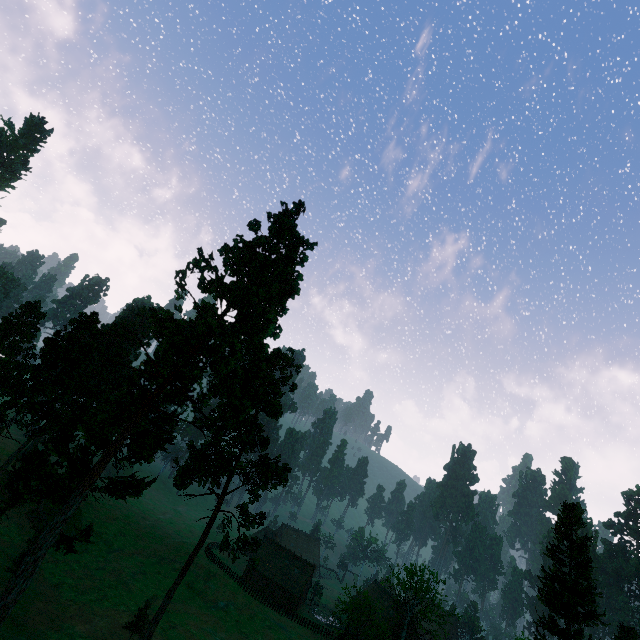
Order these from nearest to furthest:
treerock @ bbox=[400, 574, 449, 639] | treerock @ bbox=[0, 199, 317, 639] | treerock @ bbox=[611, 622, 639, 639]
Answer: treerock @ bbox=[0, 199, 317, 639], treerock @ bbox=[400, 574, 449, 639], treerock @ bbox=[611, 622, 639, 639]

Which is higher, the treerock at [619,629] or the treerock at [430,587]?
the treerock at [619,629]

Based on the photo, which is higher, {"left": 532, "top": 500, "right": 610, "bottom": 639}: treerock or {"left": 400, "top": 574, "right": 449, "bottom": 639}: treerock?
{"left": 532, "top": 500, "right": 610, "bottom": 639}: treerock

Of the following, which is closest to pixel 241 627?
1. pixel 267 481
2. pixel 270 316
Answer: pixel 267 481

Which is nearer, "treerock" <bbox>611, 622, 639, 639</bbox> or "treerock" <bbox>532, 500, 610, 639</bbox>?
Result: "treerock" <bbox>532, 500, 610, 639</bbox>

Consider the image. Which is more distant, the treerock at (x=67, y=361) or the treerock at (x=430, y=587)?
the treerock at (x=430, y=587)
